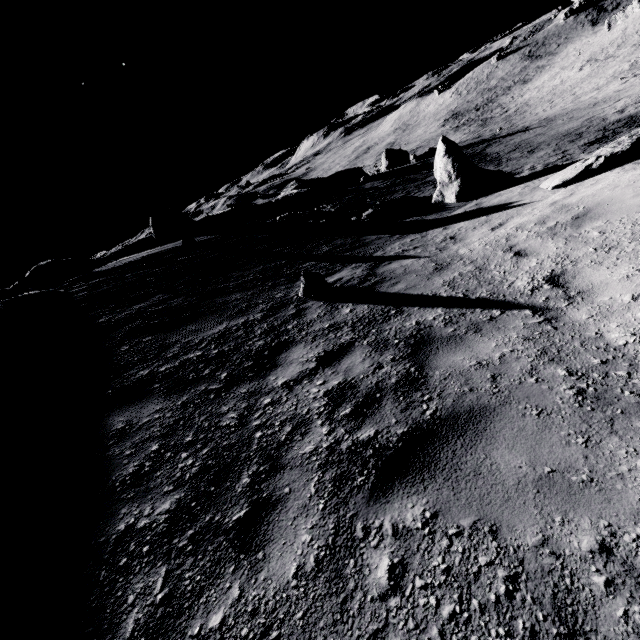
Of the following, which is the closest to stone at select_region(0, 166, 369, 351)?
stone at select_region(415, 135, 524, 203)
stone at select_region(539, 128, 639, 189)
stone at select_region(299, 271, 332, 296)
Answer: stone at select_region(299, 271, 332, 296)

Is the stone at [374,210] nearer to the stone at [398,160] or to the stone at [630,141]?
the stone at [630,141]

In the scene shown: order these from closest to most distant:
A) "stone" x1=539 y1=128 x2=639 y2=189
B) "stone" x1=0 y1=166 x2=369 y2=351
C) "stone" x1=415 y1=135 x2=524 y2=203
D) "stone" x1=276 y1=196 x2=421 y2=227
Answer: "stone" x1=539 y1=128 x2=639 y2=189 → "stone" x1=0 y1=166 x2=369 y2=351 → "stone" x1=415 y1=135 x2=524 y2=203 → "stone" x1=276 y1=196 x2=421 y2=227

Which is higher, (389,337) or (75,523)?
(75,523)

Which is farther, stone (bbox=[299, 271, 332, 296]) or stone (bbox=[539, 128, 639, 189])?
stone (bbox=[539, 128, 639, 189])

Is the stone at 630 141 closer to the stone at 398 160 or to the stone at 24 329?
the stone at 24 329

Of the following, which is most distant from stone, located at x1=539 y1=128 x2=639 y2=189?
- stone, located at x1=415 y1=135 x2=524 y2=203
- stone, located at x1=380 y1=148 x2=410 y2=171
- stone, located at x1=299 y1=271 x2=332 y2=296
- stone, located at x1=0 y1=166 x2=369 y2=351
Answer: stone, located at x1=380 y1=148 x2=410 y2=171

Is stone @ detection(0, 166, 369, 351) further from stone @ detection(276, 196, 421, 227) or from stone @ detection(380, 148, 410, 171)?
stone @ detection(380, 148, 410, 171)
